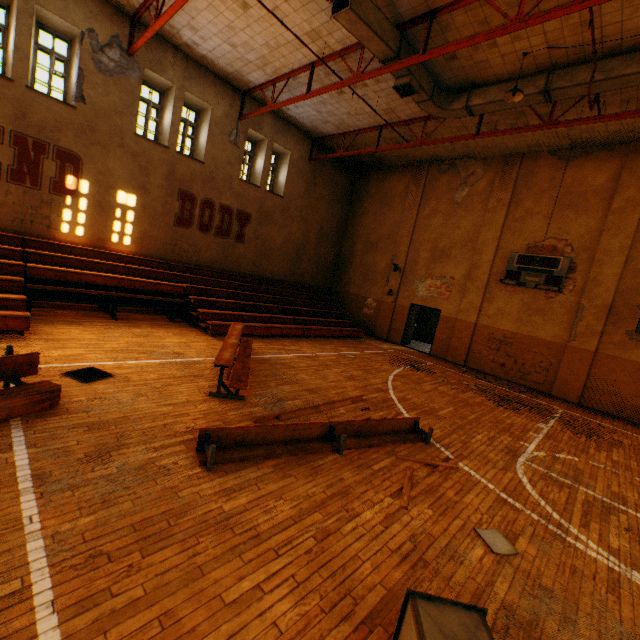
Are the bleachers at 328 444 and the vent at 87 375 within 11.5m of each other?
yes

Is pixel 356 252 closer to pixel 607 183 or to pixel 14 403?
pixel 607 183

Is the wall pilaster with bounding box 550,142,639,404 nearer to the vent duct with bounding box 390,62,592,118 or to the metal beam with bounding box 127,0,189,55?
the vent duct with bounding box 390,62,592,118

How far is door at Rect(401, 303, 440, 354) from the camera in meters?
16.0 m

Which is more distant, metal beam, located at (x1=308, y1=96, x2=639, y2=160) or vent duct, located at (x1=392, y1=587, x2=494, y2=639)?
metal beam, located at (x1=308, y1=96, x2=639, y2=160)

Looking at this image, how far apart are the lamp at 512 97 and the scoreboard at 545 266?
6.0m

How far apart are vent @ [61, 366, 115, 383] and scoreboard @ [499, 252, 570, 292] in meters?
13.5

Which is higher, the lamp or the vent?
the lamp
